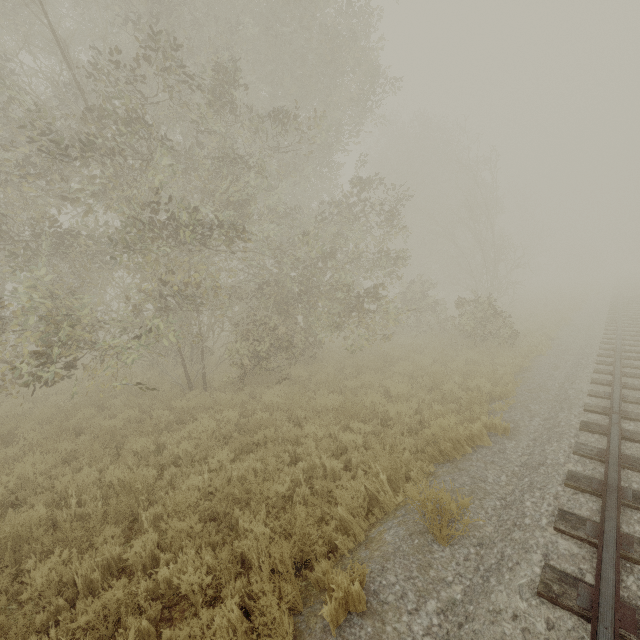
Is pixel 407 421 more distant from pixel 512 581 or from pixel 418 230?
pixel 418 230
